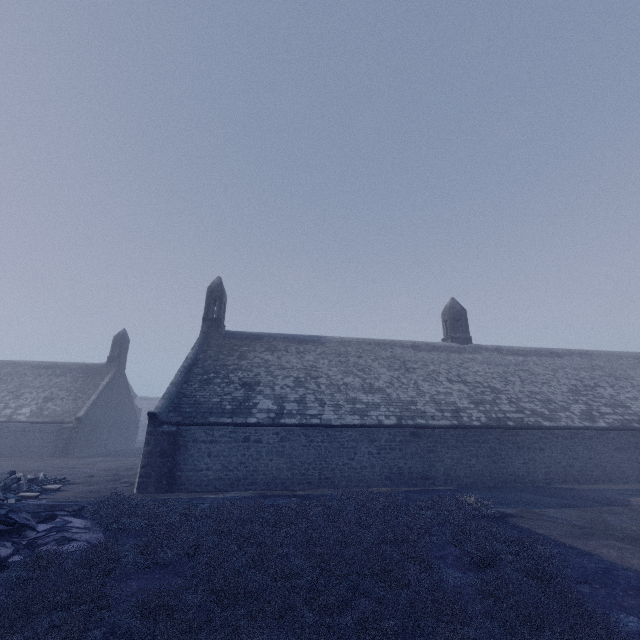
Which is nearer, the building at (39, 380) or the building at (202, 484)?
the building at (202, 484)

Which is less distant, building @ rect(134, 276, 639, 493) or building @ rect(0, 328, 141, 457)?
building @ rect(134, 276, 639, 493)

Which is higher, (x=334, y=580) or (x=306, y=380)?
(x=306, y=380)
